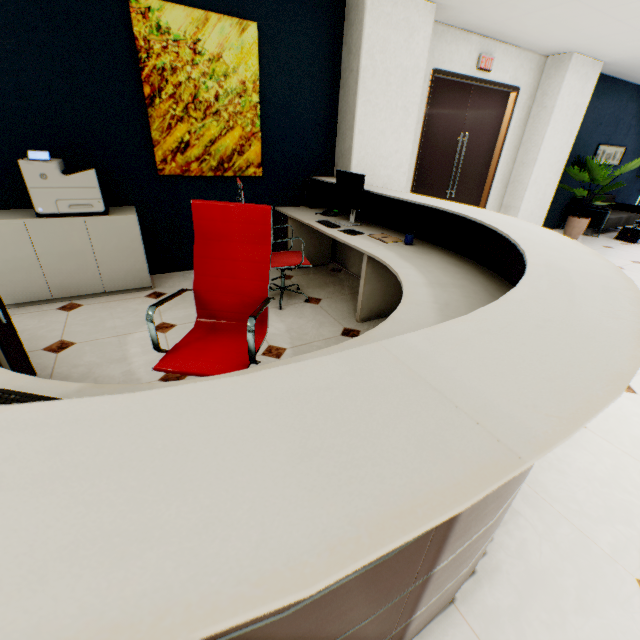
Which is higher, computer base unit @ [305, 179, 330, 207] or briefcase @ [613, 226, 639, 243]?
computer base unit @ [305, 179, 330, 207]

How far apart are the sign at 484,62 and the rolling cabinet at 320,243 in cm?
343

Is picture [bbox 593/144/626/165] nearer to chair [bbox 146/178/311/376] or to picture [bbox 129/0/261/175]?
picture [bbox 129/0/261/175]

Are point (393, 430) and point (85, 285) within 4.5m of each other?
yes

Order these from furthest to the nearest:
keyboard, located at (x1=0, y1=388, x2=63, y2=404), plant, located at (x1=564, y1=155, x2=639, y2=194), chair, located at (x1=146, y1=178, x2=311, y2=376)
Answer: plant, located at (x1=564, y1=155, x2=639, y2=194)
chair, located at (x1=146, y1=178, x2=311, y2=376)
keyboard, located at (x1=0, y1=388, x2=63, y2=404)

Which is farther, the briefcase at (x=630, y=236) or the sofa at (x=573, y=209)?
the sofa at (x=573, y=209)

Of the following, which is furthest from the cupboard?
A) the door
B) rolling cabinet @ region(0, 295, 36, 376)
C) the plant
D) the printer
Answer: the plant

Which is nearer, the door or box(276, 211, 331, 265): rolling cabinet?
box(276, 211, 331, 265): rolling cabinet
